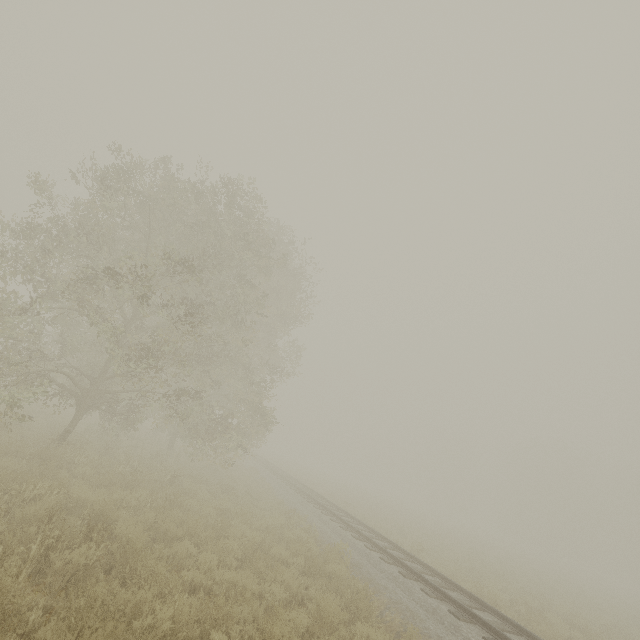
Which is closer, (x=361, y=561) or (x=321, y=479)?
(x=361, y=561)
